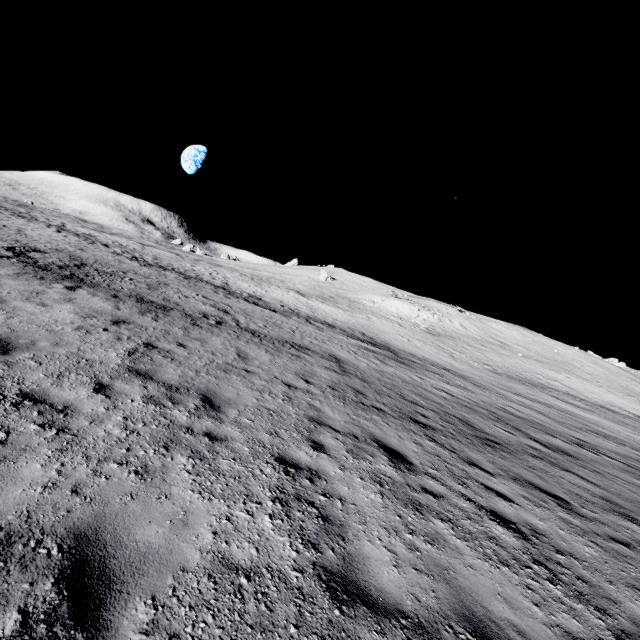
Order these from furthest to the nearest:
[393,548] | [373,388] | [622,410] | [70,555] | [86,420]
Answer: [622,410] → [373,388] → [86,420] → [393,548] → [70,555]
